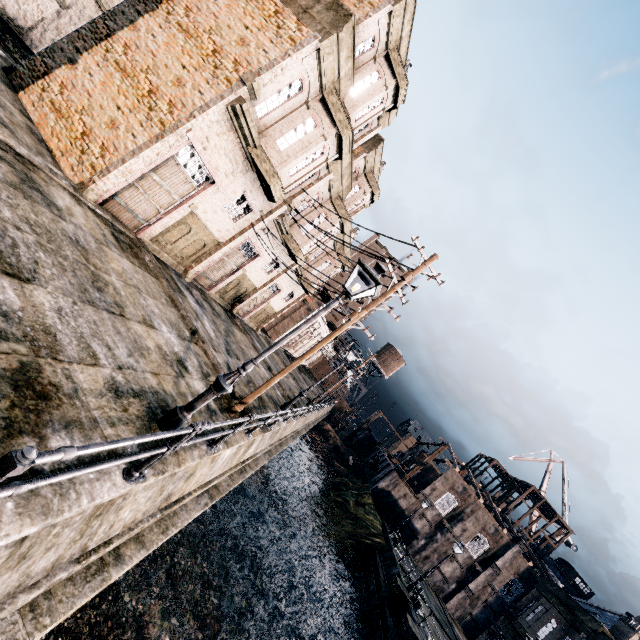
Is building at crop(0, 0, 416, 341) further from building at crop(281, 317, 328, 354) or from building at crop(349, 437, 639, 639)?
building at crop(349, 437, 639, 639)

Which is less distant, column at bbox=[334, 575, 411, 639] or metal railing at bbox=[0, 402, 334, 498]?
metal railing at bbox=[0, 402, 334, 498]

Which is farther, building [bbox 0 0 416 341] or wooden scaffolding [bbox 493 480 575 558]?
wooden scaffolding [bbox 493 480 575 558]

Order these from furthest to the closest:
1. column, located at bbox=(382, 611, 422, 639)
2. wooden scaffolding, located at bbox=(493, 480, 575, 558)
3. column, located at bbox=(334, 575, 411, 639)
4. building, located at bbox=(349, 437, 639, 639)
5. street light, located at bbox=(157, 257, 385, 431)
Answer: wooden scaffolding, located at bbox=(493, 480, 575, 558) < building, located at bbox=(349, 437, 639, 639) < column, located at bbox=(334, 575, 411, 639) < column, located at bbox=(382, 611, 422, 639) < street light, located at bbox=(157, 257, 385, 431)

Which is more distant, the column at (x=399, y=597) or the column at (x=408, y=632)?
the column at (x=399, y=597)

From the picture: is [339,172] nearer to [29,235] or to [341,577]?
[29,235]

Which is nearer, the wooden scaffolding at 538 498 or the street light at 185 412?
the street light at 185 412

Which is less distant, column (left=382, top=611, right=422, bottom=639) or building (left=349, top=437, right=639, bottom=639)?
column (left=382, top=611, right=422, bottom=639)
